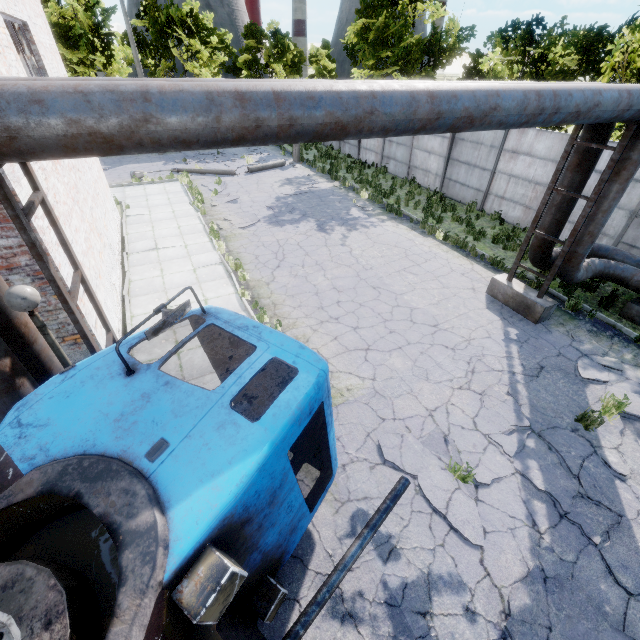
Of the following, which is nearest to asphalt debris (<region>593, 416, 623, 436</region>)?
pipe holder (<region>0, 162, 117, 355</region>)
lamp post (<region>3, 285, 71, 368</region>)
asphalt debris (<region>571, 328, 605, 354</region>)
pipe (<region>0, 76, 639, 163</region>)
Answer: asphalt debris (<region>571, 328, 605, 354</region>)

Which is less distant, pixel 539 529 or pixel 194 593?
pixel 194 593

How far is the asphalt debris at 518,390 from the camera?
6.5 meters

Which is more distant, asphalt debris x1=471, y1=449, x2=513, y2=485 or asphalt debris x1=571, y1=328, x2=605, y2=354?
asphalt debris x1=571, y1=328, x2=605, y2=354

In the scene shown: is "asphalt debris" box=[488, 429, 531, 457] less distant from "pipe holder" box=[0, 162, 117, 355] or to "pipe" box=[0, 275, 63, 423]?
"pipe" box=[0, 275, 63, 423]

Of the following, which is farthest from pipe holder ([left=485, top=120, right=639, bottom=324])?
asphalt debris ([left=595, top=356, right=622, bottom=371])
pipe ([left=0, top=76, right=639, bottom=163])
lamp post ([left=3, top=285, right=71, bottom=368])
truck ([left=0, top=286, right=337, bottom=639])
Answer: lamp post ([left=3, top=285, right=71, bottom=368])

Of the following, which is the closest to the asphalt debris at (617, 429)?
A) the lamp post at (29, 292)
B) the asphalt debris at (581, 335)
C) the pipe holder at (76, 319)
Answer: the asphalt debris at (581, 335)

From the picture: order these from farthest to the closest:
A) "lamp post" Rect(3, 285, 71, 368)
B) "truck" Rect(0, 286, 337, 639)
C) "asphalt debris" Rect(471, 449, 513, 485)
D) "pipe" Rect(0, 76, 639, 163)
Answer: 1. "asphalt debris" Rect(471, 449, 513, 485)
2. "lamp post" Rect(3, 285, 71, 368)
3. "pipe" Rect(0, 76, 639, 163)
4. "truck" Rect(0, 286, 337, 639)
